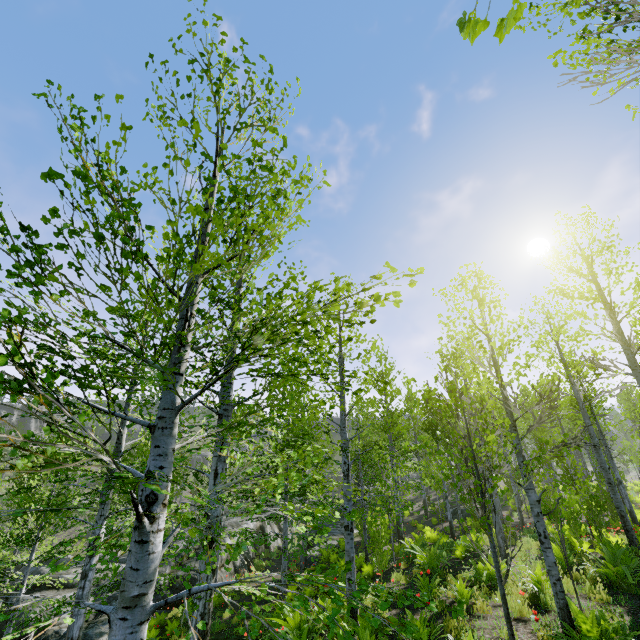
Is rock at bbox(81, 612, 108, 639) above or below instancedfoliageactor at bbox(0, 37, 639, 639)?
below

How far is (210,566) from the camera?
3.5 meters

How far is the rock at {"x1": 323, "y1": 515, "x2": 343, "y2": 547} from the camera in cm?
2176

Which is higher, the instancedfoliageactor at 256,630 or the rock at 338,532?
the instancedfoliageactor at 256,630

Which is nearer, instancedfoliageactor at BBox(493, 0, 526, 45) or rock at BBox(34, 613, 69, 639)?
instancedfoliageactor at BBox(493, 0, 526, 45)

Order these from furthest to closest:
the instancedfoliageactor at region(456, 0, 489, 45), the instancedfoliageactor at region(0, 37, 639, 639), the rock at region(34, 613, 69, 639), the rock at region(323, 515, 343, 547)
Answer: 1. the rock at region(323, 515, 343, 547)
2. the rock at region(34, 613, 69, 639)
3. the instancedfoliageactor at region(0, 37, 639, 639)
4. the instancedfoliageactor at region(456, 0, 489, 45)

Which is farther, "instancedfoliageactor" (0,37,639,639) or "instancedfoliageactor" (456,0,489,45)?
"instancedfoliageactor" (0,37,639,639)

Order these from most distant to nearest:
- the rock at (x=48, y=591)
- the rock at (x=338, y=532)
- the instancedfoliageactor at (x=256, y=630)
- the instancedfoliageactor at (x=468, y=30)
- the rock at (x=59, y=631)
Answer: the rock at (x=338, y=532) < the rock at (x=48, y=591) < the rock at (x=59, y=631) < the instancedfoliageactor at (x=256, y=630) < the instancedfoliageactor at (x=468, y=30)
